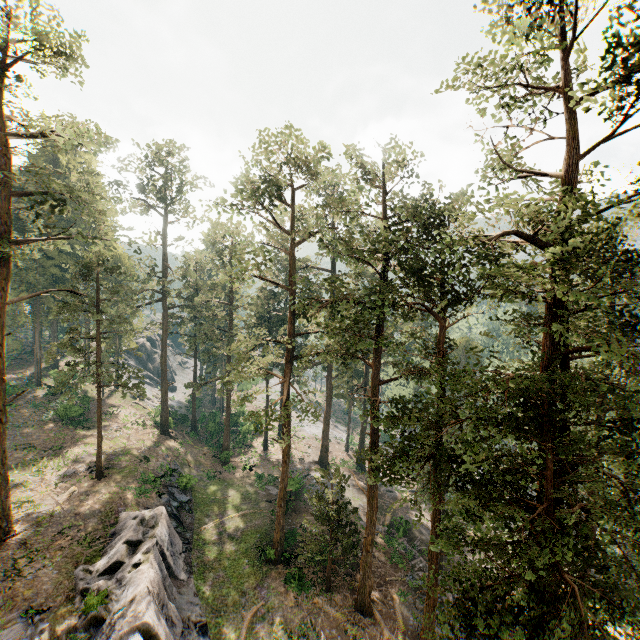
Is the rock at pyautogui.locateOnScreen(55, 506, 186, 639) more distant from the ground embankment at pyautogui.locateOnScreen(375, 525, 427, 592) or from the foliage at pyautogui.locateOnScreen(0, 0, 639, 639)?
the ground embankment at pyautogui.locateOnScreen(375, 525, 427, 592)

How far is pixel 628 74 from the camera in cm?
1223

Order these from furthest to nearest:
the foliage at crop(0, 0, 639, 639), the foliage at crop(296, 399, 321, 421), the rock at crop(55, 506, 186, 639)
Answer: the foliage at crop(296, 399, 321, 421) < the rock at crop(55, 506, 186, 639) < the foliage at crop(0, 0, 639, 639)

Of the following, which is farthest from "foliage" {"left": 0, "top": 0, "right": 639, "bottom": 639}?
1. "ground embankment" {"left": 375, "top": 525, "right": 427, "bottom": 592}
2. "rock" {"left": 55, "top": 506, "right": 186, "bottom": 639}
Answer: "rock" {"left": 55, "top": 506, "right": 186, "bottom": 639}

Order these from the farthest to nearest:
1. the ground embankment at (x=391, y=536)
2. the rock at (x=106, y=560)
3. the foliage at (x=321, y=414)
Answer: the ground embankment at (x=391, y=536)
the foliage at (x=321, y=414)
the rock at (x=106, y=560)

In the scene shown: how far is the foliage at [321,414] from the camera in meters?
20.9 m
